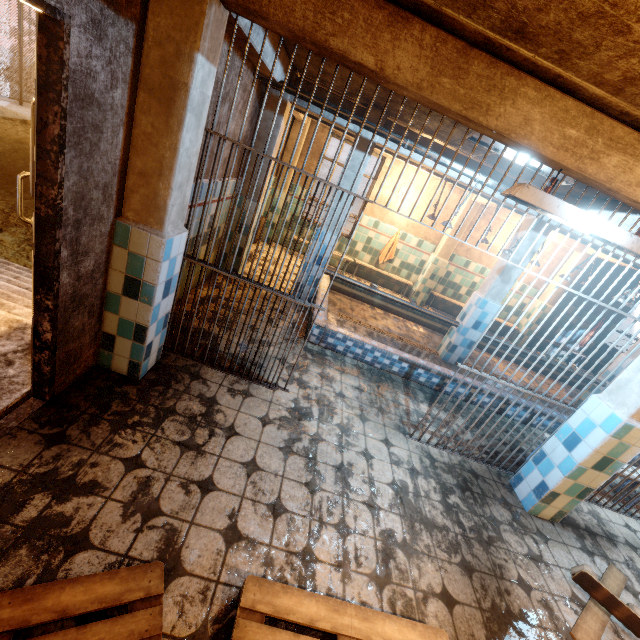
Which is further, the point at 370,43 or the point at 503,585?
the point at 503,585

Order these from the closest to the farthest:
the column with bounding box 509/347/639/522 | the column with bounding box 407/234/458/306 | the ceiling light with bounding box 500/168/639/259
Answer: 1. the ceiling light with bounding box 500/168/639/259
2. the column with bounding box 509/347/639/522
3. the column with bounding box 407/234/458/306

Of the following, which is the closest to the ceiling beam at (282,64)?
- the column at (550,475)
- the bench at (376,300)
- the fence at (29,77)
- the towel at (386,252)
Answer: the column at (550,475)

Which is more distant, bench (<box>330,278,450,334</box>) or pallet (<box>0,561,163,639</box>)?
bench (<box>330,278,450,334</box>)

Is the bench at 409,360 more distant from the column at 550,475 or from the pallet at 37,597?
the pallet at 37,597

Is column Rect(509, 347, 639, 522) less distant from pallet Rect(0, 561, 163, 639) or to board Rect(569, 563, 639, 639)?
board Rect(569, 563, 639, 639)

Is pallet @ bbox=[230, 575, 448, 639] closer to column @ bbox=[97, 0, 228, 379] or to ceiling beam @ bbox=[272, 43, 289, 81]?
column @ bbox=[97, 0, 228, 379]

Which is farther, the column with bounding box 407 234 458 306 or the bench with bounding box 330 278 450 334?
the column with bounding box 407 234 458 306
